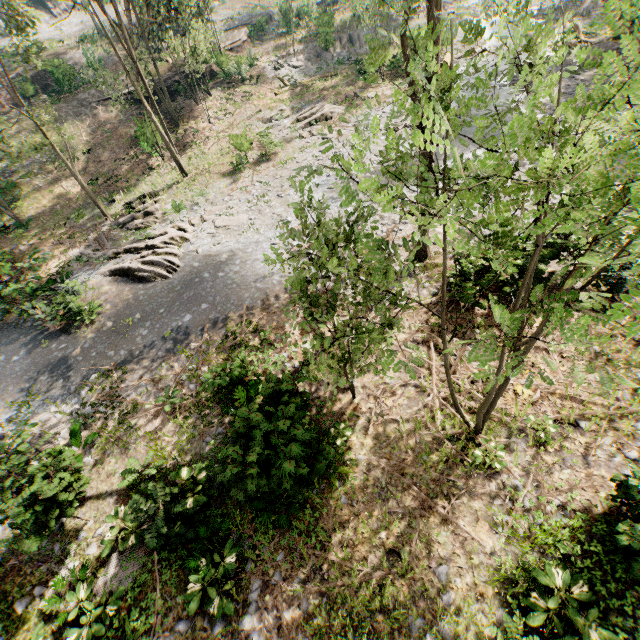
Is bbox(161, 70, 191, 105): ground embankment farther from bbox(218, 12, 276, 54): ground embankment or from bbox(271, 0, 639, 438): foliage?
bbox(218, 12, 276, 54): ground embankment

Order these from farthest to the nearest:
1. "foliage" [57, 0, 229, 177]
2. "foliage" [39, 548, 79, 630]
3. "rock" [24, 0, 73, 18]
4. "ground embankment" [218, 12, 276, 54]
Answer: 1. "rock" [24, 0, 73, 18]
2. "ground embankment" [218, 12, 276, 54]
3. "foliage" [57, 0, 229, 177]
4. "foliage" [39, 548, 79, 630]

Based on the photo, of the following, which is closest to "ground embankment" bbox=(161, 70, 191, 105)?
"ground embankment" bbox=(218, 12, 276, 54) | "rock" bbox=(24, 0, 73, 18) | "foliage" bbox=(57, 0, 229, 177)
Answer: "foliage" bbox=(57, 0, 229, 177)

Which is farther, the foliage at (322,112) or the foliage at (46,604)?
the foliage at (46,604)

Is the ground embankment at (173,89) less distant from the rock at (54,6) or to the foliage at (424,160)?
the foliage at (424,160)

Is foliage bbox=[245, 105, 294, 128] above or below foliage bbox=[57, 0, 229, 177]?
below

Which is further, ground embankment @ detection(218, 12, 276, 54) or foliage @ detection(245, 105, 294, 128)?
ground embankment @ detection(218, 12, 276, 54)

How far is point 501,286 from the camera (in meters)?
11.50
